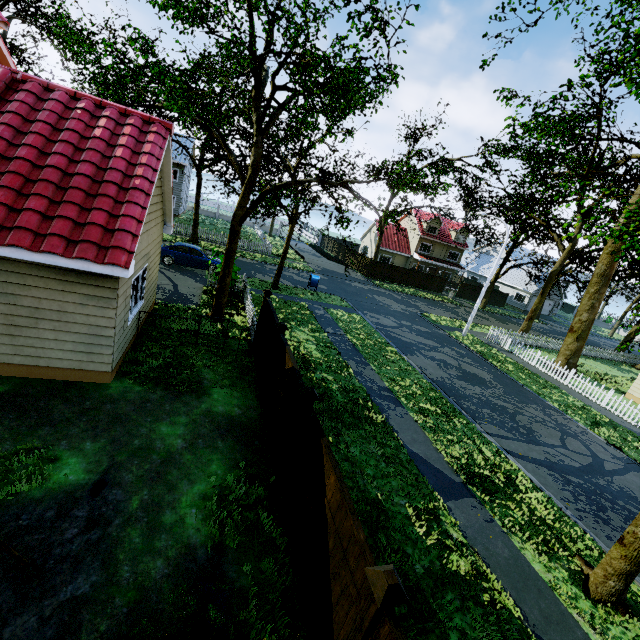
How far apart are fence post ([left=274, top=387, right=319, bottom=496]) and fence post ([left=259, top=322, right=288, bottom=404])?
2.7m

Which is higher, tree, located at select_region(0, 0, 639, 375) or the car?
tree, located at select_region(0, 0, 639, 375)

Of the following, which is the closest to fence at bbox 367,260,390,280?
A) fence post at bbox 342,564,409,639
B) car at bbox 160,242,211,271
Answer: fence post at bbox 342,564,409,639

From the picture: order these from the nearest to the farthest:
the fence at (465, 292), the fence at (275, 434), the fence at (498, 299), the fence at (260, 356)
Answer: the fence at (275, 434)
the fence at (260, 356)
the fence at (465, 292)
the fence at (498, 299)

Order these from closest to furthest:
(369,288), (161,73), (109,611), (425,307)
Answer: (109,611)
(161,73)
(425,307)
(369,288)

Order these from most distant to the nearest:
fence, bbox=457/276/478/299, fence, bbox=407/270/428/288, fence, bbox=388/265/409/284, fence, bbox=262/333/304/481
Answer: fence, bbox=457/276/478/299, fence, bbox=407/270/428/288, fence, bbox=388/265/409/284, fence, bbox=262/333/304/481

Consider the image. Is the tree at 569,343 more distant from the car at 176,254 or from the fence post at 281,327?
the fence post at 281,327

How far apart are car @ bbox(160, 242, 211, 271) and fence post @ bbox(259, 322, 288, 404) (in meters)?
14.04
